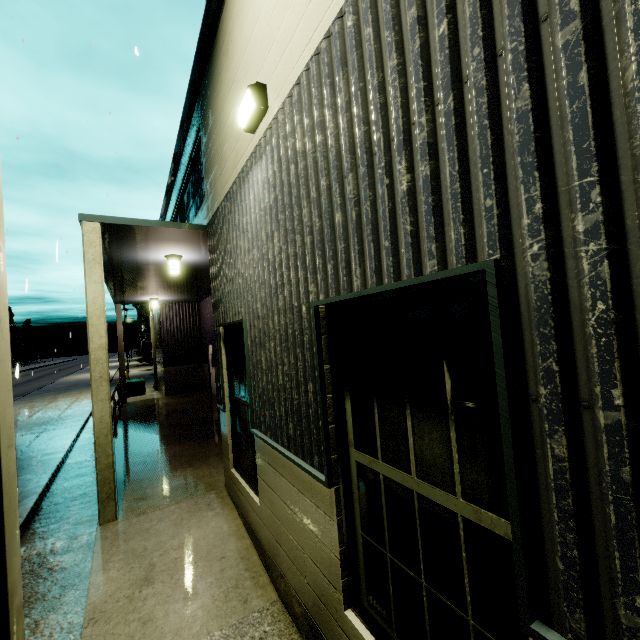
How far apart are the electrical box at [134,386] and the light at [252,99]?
18.72m

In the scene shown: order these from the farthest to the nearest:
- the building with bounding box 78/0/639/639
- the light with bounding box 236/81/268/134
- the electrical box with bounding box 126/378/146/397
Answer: the electrical box with bounding box 126/378/146/397 < the light with bounding box 236/81/268/134 < the building with bounding box 78/0/639/639

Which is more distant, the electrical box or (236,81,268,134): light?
the electrical box

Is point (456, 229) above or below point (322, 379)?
above

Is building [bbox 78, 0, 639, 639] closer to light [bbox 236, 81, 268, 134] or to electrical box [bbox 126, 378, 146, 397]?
light [bbox 236, 81, 268, 134]

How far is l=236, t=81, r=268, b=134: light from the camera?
3.31m

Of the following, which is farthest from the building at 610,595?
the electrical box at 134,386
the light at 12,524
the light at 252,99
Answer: the light at 12,524

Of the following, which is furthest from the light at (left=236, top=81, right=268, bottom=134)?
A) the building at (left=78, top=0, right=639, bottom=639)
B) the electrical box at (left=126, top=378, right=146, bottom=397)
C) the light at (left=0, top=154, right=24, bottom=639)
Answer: the electrical box at (left=126, top=378, right=146, bottom=397)
